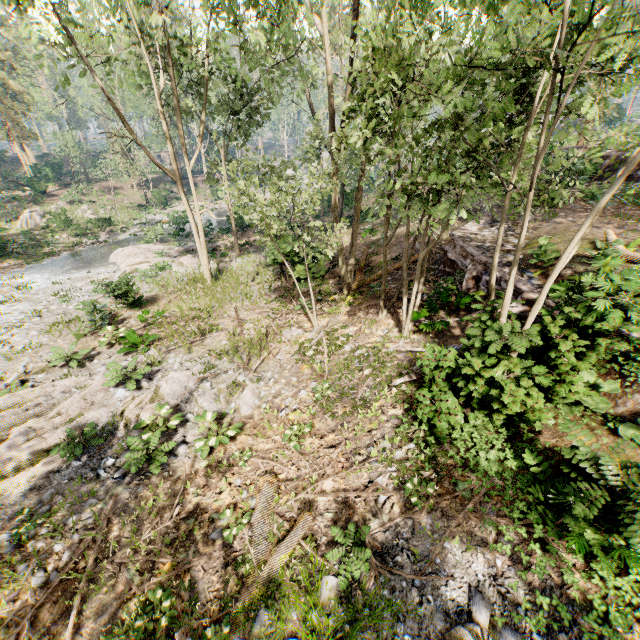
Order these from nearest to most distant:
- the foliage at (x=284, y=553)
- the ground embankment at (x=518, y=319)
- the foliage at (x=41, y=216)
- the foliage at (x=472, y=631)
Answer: the foliage at (x=472, y=631), the foliage at (x=284, y=553), the ground embankment at (x=518, y=319), the foliage at (x=41, y=216)

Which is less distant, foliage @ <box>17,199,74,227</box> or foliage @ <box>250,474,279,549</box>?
foliage @ <box>250,474,279,549</box>

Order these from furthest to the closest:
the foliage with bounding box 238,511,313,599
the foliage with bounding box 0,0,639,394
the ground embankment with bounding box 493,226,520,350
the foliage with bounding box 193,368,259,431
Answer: the foliage with bounding box 193,368,259,431 → the ground embankment with bounding box 493,226,520,350 → the foliage with bounding box 238,511,313,599 → the foliage with bounding box 0,0,639,394

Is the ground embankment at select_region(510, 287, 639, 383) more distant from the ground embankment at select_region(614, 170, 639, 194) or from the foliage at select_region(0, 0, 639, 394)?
the ground embankment at select_region(614, 170, 639, 194)

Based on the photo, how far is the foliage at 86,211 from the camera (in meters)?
37.09

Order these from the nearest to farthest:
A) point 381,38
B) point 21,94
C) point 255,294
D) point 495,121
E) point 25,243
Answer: point 381,38 < point 495,121 < point 255,294 < point 25,243 < point 21,94

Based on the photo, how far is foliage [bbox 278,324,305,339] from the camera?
13.6 meters

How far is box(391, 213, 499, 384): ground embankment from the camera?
7.3m
